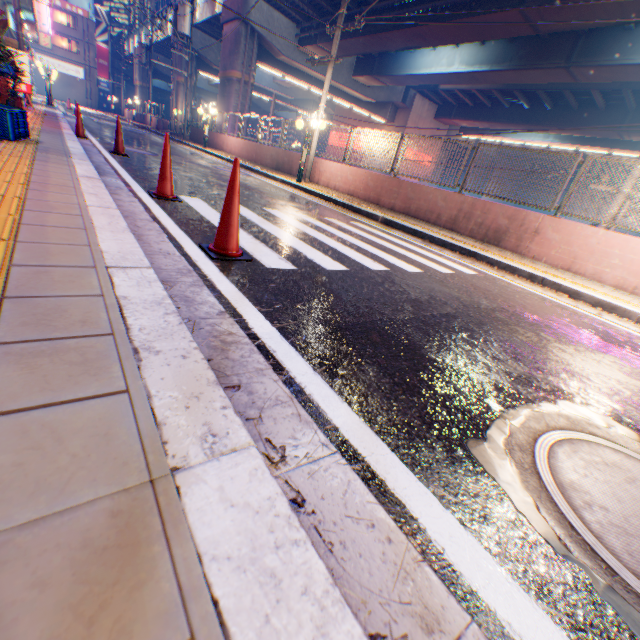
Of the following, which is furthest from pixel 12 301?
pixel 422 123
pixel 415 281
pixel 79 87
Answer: pixel 79 87

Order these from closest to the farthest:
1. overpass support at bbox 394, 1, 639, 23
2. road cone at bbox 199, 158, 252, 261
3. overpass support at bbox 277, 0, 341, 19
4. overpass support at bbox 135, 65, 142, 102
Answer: road cone at bbox 199, 158, 252, 261
overpass support at bbox 394, 1, 639, 23
overpass support at bbox 277, 0, 341, 19
overpass support at bbox 135, 65, 142, 102

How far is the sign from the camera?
47.69m

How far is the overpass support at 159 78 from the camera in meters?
46.5

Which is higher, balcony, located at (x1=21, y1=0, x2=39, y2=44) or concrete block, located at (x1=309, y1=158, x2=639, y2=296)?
balcony, located at (x1=21, y1=0, x2=39, y2=44)

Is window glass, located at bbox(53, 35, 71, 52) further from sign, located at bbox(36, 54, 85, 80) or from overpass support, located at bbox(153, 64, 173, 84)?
overpass support, located at bbox(153, 64, 173, 84)

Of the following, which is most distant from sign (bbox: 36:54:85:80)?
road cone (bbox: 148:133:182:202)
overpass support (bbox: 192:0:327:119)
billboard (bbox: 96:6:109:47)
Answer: road cone (bbox: 148:133:182:202)

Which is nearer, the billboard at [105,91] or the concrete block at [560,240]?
the concrete block at [560,240]
